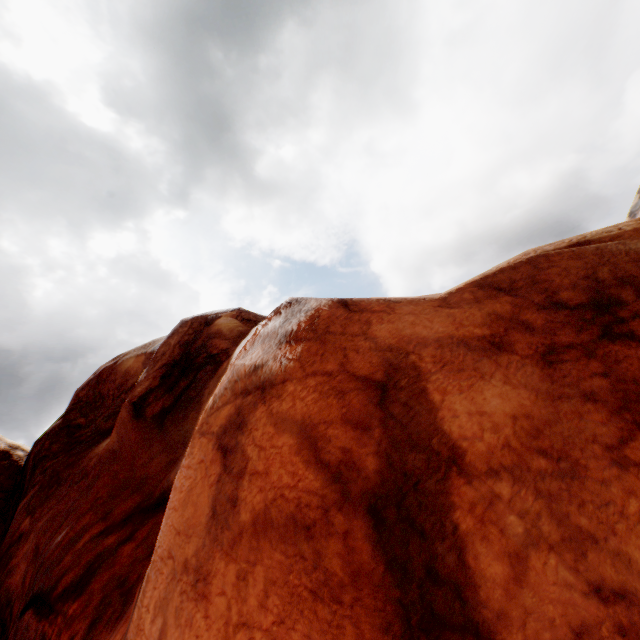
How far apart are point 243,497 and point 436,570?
1.6 meters
